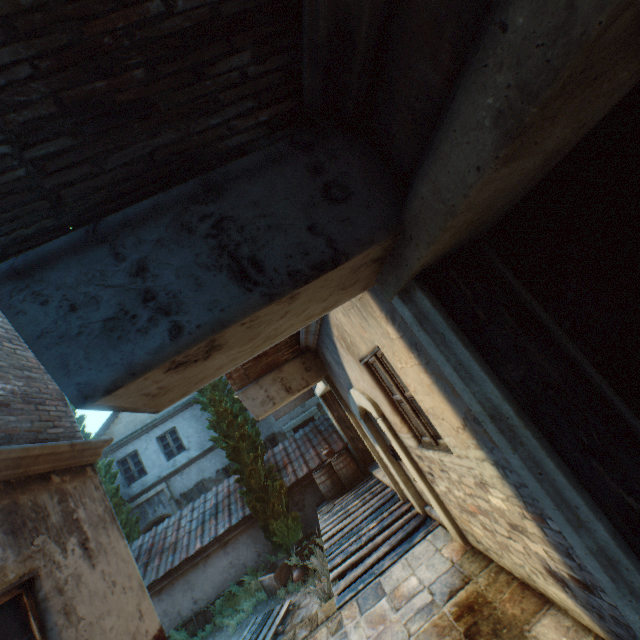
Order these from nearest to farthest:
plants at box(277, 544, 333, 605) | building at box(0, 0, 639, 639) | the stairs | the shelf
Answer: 1. building at box(0, 0, 639, 639)
2. the shelf
3. the stairs
4. plants at box(277, 544, 333, 605)

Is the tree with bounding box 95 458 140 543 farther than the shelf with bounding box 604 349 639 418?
Yes

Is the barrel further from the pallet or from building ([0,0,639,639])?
the pallet

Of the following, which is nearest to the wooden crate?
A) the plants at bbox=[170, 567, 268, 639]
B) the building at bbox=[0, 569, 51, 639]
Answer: the plants at bbox=[170, 567, 268, 639]

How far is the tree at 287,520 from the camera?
9.9m

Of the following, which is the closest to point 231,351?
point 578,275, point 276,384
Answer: point 578,275

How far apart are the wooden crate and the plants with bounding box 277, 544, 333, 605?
0.8 meters
